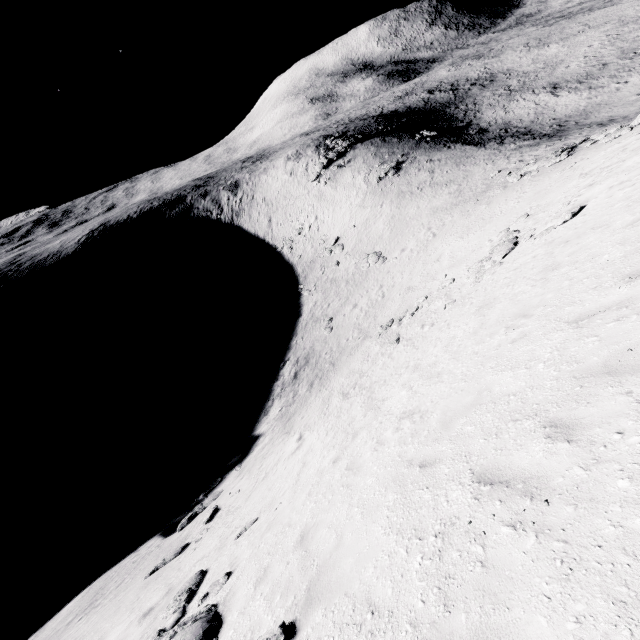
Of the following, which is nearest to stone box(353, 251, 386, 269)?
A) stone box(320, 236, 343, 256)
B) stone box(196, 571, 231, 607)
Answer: stone box(320, 236, 343, 256)

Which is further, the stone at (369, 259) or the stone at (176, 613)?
the stone at (369, 259)

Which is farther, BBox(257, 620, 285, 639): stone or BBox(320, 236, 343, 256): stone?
BBox(320, 236, 343, 256): stone

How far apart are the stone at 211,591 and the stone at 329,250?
40.00m

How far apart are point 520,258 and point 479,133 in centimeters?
4534cm

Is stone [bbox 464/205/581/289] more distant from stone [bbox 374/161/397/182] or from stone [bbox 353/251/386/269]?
stone [bbox 374/161/397/182]

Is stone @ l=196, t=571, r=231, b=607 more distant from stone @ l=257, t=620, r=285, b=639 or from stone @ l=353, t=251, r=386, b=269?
stone @ l=353, t=251, r=386, b=269

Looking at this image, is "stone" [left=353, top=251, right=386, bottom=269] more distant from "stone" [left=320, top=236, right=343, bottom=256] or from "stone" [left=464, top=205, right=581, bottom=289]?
"stone" [left=464, top=205, right=581, bottom=289]
